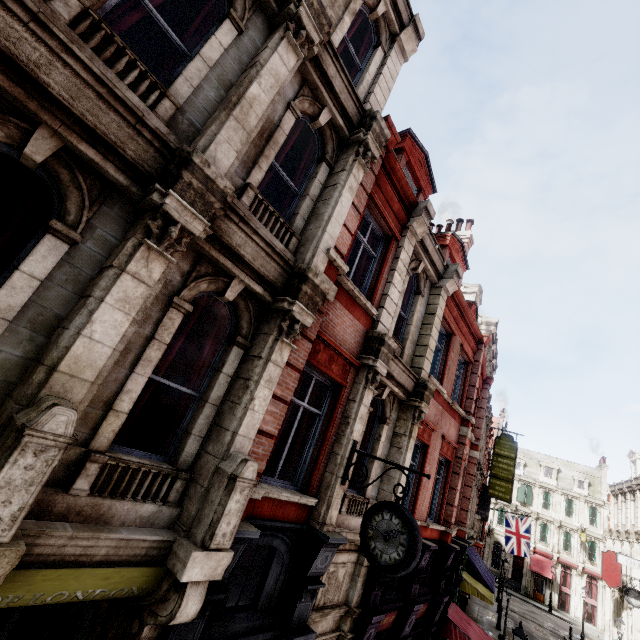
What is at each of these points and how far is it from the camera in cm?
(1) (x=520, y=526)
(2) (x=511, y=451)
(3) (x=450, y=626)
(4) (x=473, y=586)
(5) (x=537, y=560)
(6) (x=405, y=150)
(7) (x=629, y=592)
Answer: (1) flag, 2769
(2) sign, 2280
(3) awning, 1195
(4) awning, 1811
(5) awning, 4116
(6) roof window, 994
(7) clock, 2077

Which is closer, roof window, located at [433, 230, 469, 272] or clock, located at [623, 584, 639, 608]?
roof window, located at [433, 230, 469, 272]

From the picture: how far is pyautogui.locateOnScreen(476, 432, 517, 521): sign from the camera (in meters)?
21.91

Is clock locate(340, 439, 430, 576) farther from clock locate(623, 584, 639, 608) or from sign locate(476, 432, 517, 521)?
clock locate(623, 584, 639, 608)

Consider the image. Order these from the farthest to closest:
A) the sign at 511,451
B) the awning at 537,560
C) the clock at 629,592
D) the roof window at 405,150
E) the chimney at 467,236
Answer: the awning at 537,560 → the sign at 511,451 → the clock at 629,592 → the chimney at 467,236 → the roof window at 405,150

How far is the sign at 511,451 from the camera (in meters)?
21.91

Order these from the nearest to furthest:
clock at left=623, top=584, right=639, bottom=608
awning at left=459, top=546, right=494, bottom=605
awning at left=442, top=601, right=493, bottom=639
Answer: awning at left=442, top=601, right=493, bottom=639
awning at left=459, top=546, right=494, bottom=605
clock at left=623, top=584, right=639, bottom=608

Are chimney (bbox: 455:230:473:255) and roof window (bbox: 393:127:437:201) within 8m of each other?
yes
